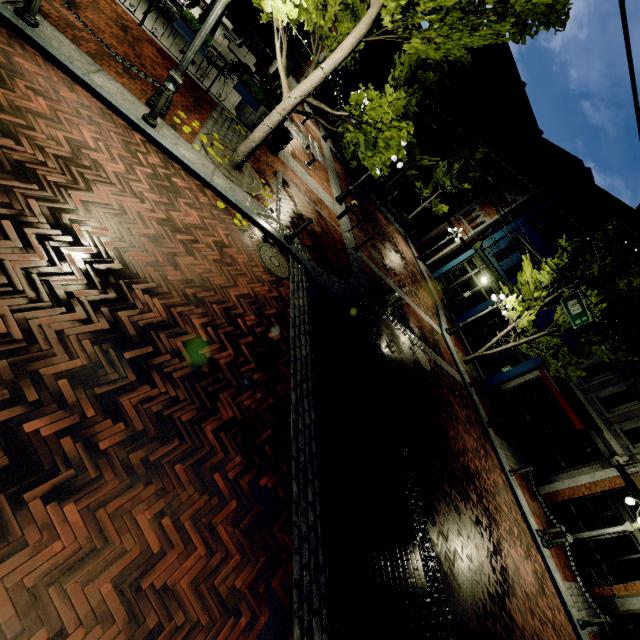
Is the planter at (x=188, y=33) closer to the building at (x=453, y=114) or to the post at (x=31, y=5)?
the post at (x=31, y=5)

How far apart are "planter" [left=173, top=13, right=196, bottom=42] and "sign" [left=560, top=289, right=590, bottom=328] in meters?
11.7 m

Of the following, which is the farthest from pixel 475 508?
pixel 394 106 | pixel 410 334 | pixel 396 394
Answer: pixel 394 106

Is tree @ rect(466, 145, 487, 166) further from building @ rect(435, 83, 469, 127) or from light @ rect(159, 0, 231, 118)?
building @ rect(435, 83, 469, 127)

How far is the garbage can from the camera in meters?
10.5

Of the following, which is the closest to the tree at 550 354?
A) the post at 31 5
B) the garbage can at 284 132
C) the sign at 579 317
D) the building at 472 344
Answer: the building at 472 344

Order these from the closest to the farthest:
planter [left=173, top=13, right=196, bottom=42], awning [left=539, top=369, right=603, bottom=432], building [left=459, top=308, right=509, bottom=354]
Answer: planter [left=173, top=13, right=196, bottom=42] < awning [left=539, top=369, right=603, bottom=432] < building [left=459, top=308, right=509, bottom=354]

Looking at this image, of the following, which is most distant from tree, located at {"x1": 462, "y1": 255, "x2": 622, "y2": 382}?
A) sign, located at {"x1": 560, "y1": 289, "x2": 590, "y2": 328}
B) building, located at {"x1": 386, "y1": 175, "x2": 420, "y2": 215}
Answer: building, located at {"x1": 386, "y1": 175, "x2": 420, "y2": 215}
